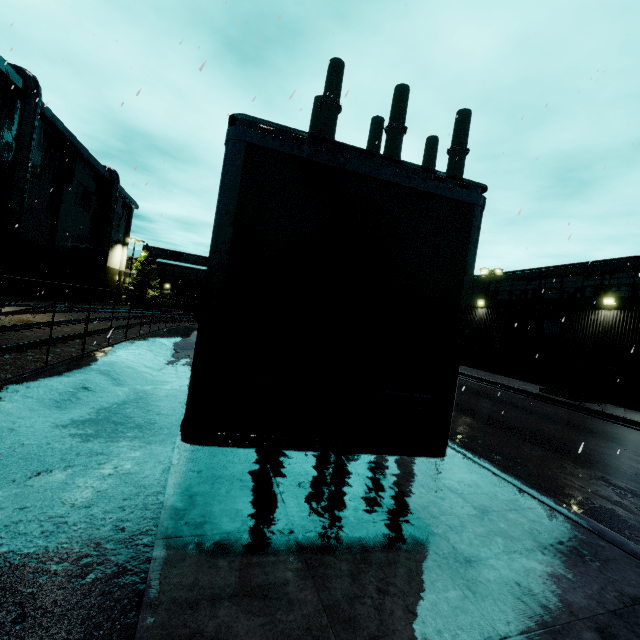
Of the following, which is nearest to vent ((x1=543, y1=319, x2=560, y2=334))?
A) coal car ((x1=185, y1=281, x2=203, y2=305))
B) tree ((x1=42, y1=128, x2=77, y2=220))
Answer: tree ((x1=42, y1=128, x2=77, y2=220))

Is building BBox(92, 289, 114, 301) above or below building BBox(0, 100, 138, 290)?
below

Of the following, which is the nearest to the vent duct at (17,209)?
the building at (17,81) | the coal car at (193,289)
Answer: the building at (17,81)

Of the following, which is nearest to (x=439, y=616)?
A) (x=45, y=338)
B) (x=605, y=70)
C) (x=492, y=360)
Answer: (x=45, y=338)

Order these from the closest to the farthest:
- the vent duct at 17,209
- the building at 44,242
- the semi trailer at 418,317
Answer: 1. the semi trailer at 418,317
2. the vent duct at 17,209
3. the building at 44,242

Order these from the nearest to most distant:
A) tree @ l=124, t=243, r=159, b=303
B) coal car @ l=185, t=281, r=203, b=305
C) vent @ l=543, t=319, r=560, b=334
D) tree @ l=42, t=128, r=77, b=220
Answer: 1. vent @ l=543, t=319, r=560, b=334
2. tree @ l=42, t=128, r=77, b=220
3. coal car @ l=185, t=281, r=203, b=305
4. tree @ l=124, t=243, r=159, b=303

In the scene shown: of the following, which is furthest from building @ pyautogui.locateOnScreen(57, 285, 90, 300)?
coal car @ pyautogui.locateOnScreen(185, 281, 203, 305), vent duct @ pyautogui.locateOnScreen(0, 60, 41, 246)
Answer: coal car @ pyautogui.locateOnScreen(185, 281, 203, 305)

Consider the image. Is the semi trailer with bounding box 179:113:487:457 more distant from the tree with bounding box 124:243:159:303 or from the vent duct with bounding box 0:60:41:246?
the vent duct with bounding box 0:60:41:246
